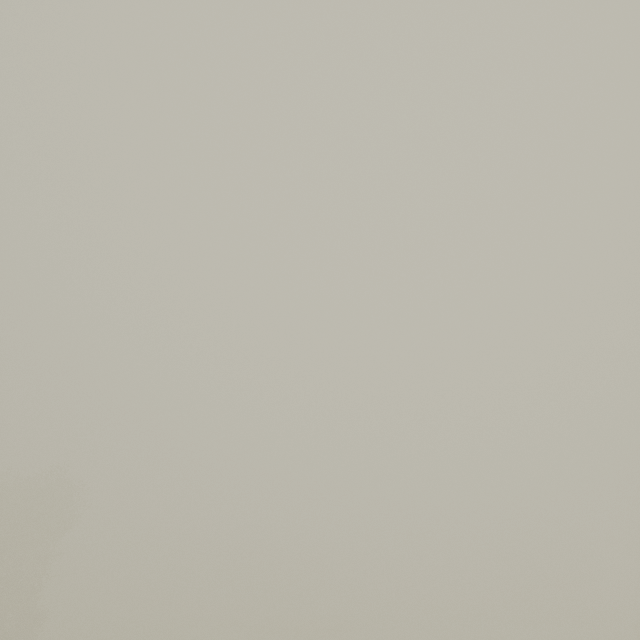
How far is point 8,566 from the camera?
35.94m
